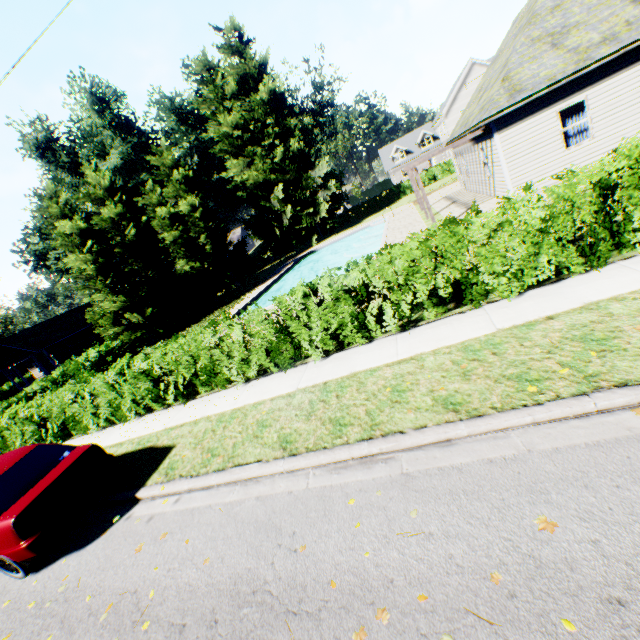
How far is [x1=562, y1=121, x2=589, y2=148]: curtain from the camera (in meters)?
12.37

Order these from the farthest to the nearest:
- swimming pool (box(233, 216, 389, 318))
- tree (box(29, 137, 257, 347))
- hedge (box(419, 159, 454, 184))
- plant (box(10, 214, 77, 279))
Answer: hedge (box(419, 159, 454, 184))
plant (box(10, 214, 77, 279))
swimming pool (box(233, 216, 389, 318))
tree (box(29, 137, 257, 347))

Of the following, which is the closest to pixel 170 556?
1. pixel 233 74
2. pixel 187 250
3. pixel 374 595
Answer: pixel 374 595

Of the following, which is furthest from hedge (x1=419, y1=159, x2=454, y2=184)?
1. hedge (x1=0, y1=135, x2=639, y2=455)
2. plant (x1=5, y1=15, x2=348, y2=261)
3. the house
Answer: hedge (x1=0, y1=135, x2=639, y2=455)

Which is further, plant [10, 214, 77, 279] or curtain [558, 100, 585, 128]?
plant [10, 214, 77, 279]

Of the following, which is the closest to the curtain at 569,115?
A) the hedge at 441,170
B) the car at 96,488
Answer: the car at 96,488

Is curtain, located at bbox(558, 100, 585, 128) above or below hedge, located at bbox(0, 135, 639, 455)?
above

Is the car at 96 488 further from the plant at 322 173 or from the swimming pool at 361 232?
the plant at 322 173
